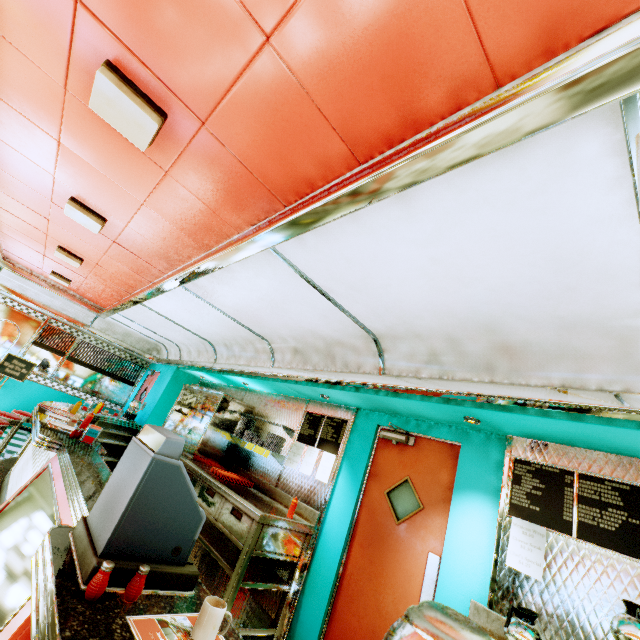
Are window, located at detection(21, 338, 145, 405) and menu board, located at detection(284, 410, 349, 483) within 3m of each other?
no

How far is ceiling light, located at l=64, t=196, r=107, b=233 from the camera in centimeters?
316cm

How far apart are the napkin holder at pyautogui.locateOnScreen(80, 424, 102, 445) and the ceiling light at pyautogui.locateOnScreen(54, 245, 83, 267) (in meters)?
2.67

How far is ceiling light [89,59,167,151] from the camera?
1.68m

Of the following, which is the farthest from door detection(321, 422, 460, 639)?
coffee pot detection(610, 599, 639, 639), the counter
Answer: the counter

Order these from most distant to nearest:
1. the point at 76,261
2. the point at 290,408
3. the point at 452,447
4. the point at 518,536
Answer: the point at 290,408 → the point at 76,261 → the point at 452,447 → the point at 518,536

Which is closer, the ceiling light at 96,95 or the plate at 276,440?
the ceiling light at 96,95

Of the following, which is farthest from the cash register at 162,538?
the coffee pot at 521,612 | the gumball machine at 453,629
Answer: the coffee pot at 521,612
